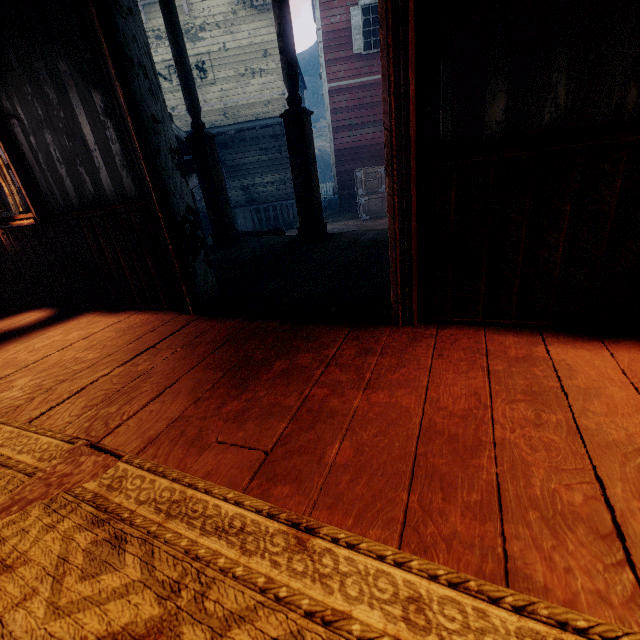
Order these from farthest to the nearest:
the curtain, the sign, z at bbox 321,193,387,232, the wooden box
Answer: the wooden box → z at bbox 321,193,387,232 → the sign → the curtain

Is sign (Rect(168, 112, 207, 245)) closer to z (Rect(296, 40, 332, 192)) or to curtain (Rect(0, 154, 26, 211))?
z (Rect(296, 40, 332, 192))

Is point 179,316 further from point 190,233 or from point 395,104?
point 395,104

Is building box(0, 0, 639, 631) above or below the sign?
below

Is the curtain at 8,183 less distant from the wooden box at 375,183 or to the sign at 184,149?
the wooden box at 375,183

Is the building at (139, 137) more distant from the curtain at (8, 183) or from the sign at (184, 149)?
the sign at (184, 149)

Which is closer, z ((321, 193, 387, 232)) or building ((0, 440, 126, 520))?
building ((0, 440, 126, 520))

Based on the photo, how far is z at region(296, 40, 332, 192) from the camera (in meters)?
33.59
